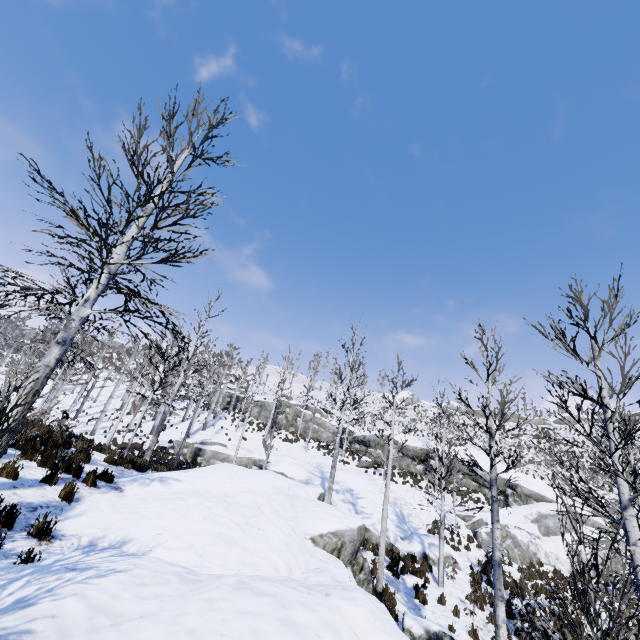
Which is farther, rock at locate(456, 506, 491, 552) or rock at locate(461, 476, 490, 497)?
rock at locate(461, 476, 490, 497)

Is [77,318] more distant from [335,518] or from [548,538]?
→ [548,538]

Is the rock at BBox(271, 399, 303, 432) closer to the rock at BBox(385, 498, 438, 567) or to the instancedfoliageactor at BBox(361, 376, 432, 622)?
the rock at BBox(385, 498, 438, 567)

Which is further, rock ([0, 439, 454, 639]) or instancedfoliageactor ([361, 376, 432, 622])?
instancedfoliageactor ([361, 376, 432, 622])

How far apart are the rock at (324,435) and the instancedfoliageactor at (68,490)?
30.3m

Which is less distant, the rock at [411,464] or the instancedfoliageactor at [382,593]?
the instancedfoliageactor at [382,593]

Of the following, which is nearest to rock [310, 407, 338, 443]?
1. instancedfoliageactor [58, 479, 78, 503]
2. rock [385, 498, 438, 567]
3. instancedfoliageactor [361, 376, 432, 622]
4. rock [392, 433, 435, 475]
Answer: rock [392, 433, 435, 475]

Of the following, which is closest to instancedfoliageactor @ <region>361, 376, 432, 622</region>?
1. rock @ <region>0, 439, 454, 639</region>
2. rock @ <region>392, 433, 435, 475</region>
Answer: rock @ <region>0, 439, 454, 639</region>
